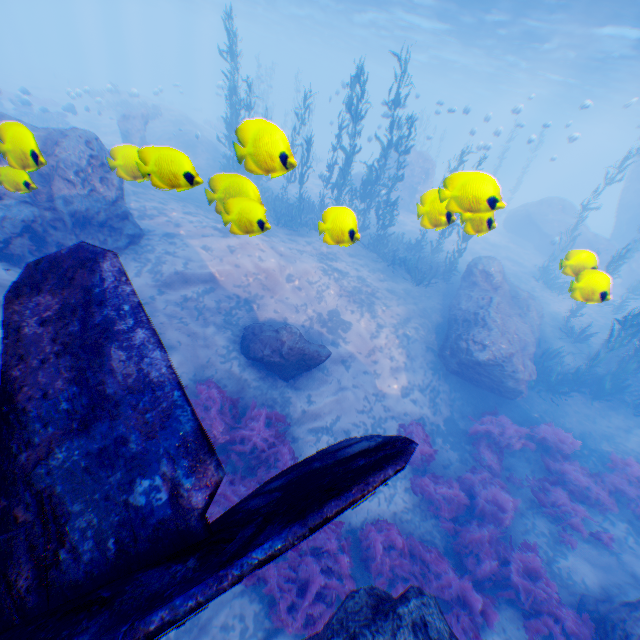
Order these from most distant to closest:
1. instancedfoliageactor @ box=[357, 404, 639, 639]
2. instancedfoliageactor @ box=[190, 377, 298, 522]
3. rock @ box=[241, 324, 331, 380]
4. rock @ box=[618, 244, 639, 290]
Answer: Result:
rock @ box=[618, 244, 639, 290]
rock @ box=[241, 324, 331, 380]
instancedfoliageactor @ box=[190, 377, 298, 522]
instancedfoliageactor @ box=[357, 404, 639, 639]

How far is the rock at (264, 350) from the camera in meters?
8.8

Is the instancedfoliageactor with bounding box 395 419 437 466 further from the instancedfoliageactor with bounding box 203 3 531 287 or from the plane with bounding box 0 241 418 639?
the instancedfoliageactor with bounding box 203 3 531 287

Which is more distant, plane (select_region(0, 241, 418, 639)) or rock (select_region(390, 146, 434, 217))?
rock (select_region(390, 146, 434, 217))

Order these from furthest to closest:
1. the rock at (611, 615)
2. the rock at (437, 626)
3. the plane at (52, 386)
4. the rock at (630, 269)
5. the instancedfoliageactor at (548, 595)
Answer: the rock at (630, 269)
the instancedfoliageactor at (548, 595)
the rock at (611, 615)
the rock at (437, 626)
the plane at (52, 386)

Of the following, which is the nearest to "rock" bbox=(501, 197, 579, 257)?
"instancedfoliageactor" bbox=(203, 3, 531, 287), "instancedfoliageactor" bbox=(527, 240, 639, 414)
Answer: "instancedfoliageactor" bbox=(203, 3, 531, 287)

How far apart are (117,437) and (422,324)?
12.28m

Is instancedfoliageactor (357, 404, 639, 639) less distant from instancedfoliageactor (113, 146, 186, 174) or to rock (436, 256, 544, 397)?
rock (436, 256, 544, 397)
